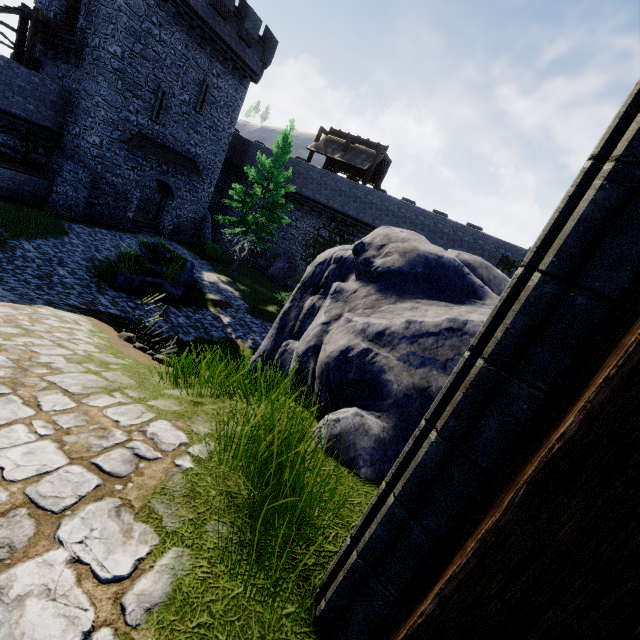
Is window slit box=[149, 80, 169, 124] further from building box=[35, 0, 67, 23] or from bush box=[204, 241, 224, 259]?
bush box=[204, 241, 224, 259]

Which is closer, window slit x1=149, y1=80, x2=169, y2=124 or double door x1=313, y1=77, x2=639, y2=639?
→ double door x1=313, y1=77, x2=639, y2=639

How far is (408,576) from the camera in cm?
134

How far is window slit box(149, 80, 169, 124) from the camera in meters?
20.5 m

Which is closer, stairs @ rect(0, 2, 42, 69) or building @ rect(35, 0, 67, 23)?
stairs @ rect(0, 2, 42, 69)

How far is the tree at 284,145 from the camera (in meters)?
20.38

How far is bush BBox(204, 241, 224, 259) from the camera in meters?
24.9 m

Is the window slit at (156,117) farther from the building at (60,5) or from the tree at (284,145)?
the tree at (284,145)
